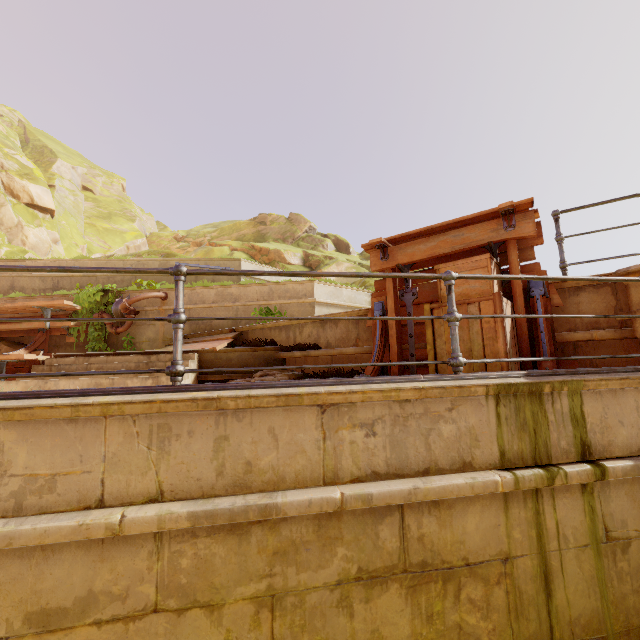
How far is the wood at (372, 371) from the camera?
4.6m

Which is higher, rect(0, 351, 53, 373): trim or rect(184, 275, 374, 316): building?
rect(184, 275, 374, 316): building

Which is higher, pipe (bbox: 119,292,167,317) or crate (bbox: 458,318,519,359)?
pipe (bbox: 119,292,167,317)

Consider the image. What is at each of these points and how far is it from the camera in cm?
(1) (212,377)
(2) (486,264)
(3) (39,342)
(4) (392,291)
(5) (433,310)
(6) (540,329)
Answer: (1) building, 641
(2) crate, 378
(3) wood, 892
(4) wood, 497
(5) crate, 388
(6) wood, 382

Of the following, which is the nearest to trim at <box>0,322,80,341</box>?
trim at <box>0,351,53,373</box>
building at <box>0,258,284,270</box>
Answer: building at <box>0,258,284,270</box>

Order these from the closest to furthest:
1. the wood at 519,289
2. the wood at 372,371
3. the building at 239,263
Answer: the wood at 519,289
the wood at 372,371
the building at 239,263

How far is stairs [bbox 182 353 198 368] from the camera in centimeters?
607cm

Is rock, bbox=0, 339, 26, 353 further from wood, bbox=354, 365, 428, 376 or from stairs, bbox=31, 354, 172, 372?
wood, bbox=354, 365, 428, 376
